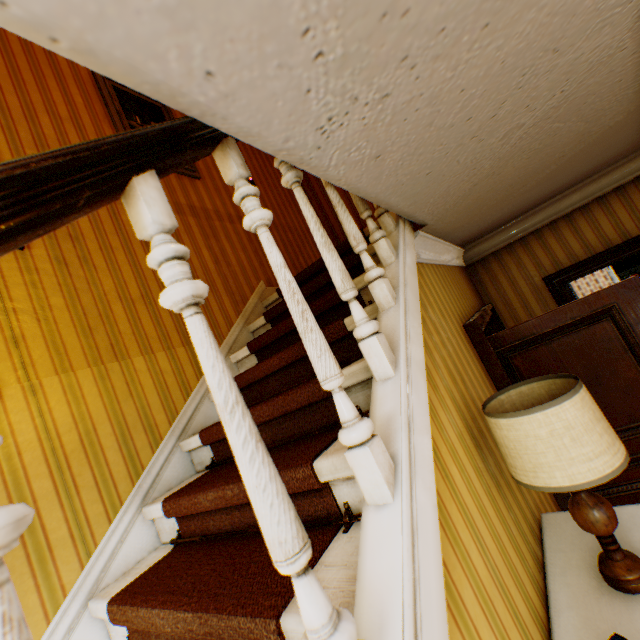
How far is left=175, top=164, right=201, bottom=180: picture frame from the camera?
3.29m

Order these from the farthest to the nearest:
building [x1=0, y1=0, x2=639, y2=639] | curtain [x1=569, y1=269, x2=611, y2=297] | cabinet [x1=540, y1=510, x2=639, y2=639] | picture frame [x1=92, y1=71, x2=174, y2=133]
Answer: curtain [x1=569, y1=269, x2=611, y2=297]
picture frame [x1=92, y1=71, x2=174, y2=133]
cabinet [x1=540, y1=510, x2=639, y2=639]
building [x1=0, y1=0, x2=639, y2=639]

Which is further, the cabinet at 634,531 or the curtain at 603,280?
the curtain at 603,280

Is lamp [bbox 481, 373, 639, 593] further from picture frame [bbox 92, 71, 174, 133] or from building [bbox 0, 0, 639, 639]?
picture frame [bbox 92, 71, 174, 133]

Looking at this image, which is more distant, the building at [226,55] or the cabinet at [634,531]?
the cabinet at [634,531]

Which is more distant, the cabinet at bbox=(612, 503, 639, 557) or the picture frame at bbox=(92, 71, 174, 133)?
the picture frame at bbox=(92, 71, 174, 133)

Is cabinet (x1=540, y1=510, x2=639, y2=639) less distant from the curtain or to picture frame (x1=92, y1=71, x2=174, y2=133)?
picture frame (x1=92, y1=71, x2=174, y2=133)

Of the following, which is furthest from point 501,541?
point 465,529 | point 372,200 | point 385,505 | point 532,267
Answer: point 532,267
